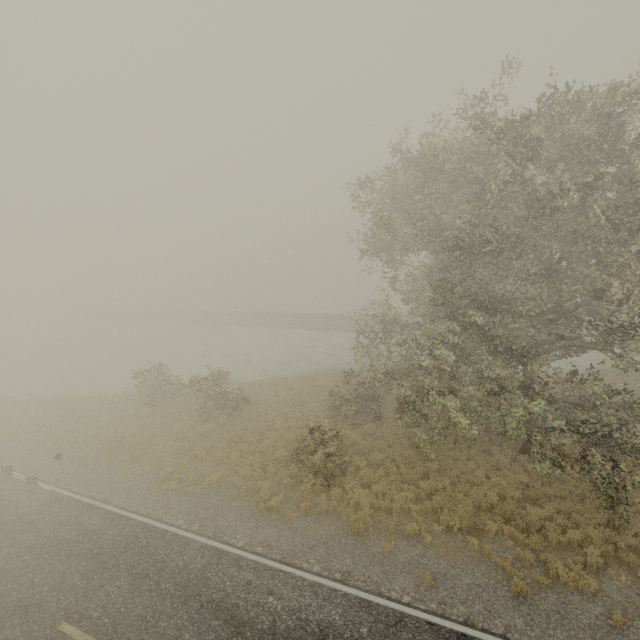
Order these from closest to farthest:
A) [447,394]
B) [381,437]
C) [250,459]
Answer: [447,394] < [250,459] < [381,437]
